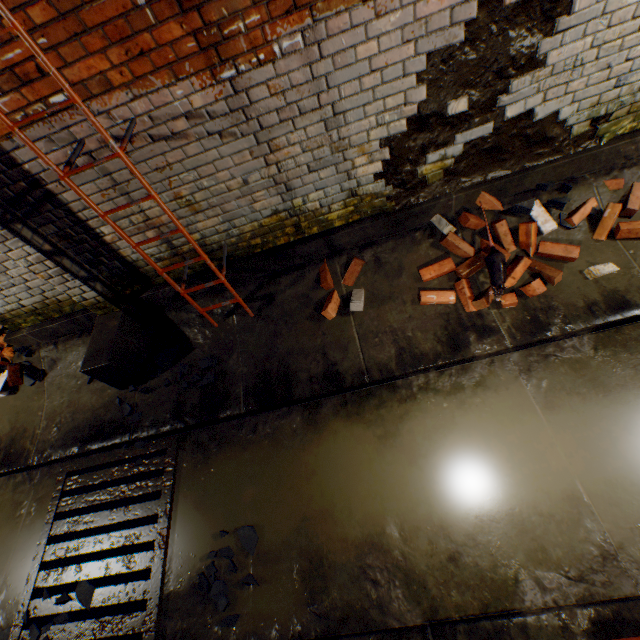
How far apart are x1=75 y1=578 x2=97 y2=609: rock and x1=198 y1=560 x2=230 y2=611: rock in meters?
1.0 m

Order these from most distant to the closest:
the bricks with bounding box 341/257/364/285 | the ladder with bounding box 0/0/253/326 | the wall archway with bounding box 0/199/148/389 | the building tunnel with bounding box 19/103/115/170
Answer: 1. the bricks with bounding box 341/257/364/285
2. the wall archway with bounding box 0/199/148/389
3. the building tunnel with bounding box 19/103/115/170
4. the ladder with bounding box 0/0/253/326

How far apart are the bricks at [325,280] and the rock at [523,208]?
1.8m

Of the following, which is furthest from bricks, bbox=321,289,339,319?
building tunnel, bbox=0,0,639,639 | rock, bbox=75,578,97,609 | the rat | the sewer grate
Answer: rock, bbox=75,578,97,609

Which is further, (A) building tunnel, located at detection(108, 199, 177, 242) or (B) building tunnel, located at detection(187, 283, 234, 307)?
Result: (B) building tunnel, located at detection(187, 283, 234, 307)

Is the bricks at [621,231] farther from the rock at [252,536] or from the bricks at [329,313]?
the rock at [252,536]

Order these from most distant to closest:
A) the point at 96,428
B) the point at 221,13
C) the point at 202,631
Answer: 1. the point at 96,428
2. the point at 202,631
3. the point at 221,13

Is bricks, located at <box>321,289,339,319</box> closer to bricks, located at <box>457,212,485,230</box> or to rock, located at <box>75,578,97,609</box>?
bricks, located at <box>457,212,485,230</box>
